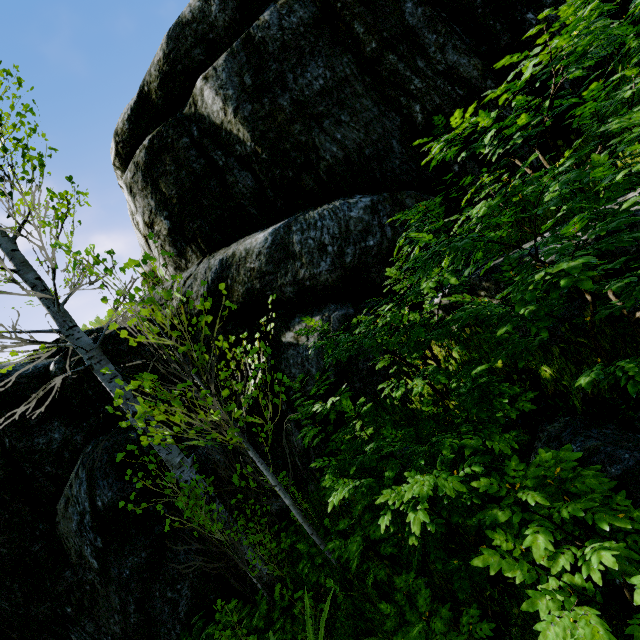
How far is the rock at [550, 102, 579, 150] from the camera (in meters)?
4.66

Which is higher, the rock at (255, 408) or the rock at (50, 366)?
the rock at (50, 366)

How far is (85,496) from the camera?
5.05m

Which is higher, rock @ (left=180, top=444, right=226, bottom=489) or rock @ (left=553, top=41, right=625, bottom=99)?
rock @ (left=553, top=41, right=625, bottom=99)

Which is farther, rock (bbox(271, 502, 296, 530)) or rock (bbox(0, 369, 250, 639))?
rock (bbox(271, 502, 296, 530))
